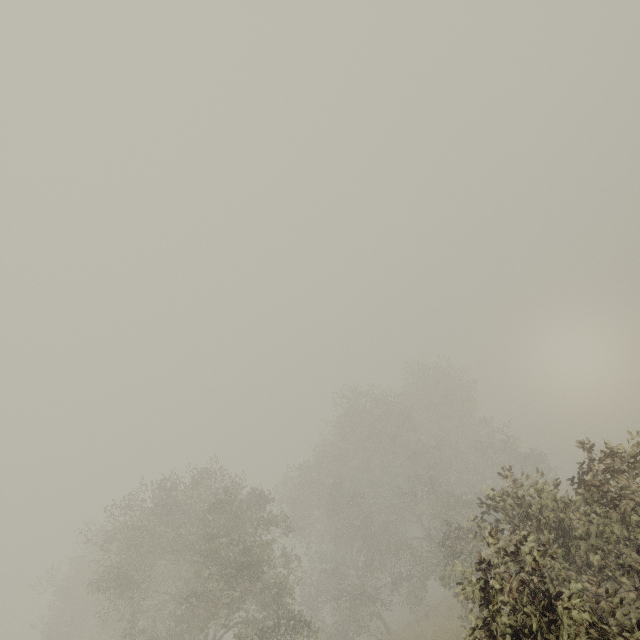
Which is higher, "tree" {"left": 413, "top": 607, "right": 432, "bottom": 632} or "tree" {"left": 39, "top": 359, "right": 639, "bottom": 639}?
"tree" {"left": 39, "top": 359, "right": 639, "bottom": 639}

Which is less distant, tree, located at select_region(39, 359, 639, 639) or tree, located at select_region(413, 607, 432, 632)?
tree, located at select_region(39, 359, 639, 639)

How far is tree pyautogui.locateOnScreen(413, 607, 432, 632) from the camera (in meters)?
19.24

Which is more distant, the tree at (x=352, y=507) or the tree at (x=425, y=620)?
the tree at (x=425, y=620)

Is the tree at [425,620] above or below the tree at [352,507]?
below

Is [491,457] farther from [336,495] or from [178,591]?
[178,591]
